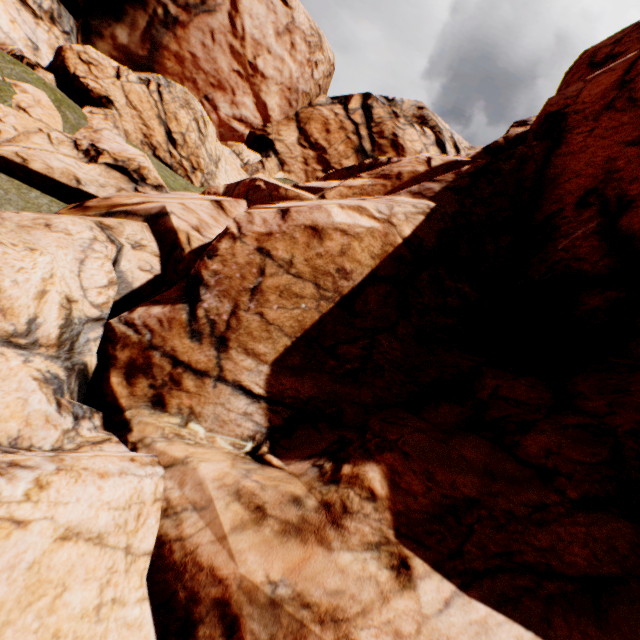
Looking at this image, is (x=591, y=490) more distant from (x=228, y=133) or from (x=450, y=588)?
(x=228, y=133)
